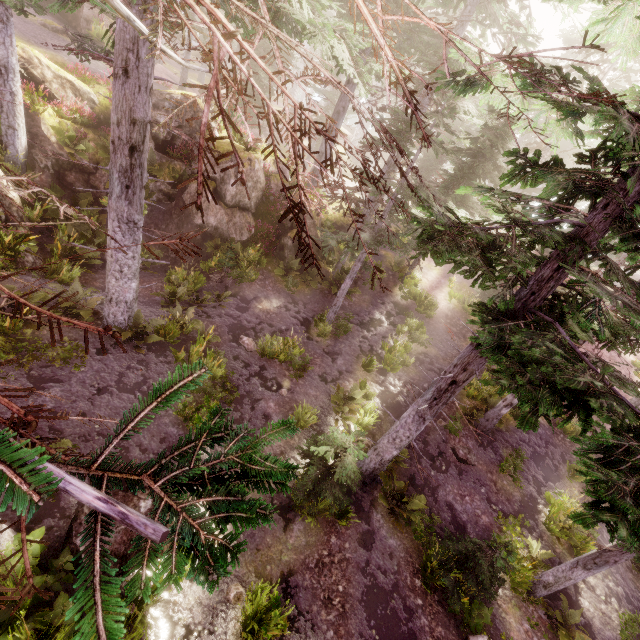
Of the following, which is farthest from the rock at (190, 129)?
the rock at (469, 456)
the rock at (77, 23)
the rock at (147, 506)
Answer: the rock at (469, 456)

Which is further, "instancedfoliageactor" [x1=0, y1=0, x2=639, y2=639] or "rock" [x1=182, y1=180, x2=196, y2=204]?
"rock" [x1=182, y1=180, x2=196, y2=204]

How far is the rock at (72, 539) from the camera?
5.7m

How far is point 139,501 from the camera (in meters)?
6.82

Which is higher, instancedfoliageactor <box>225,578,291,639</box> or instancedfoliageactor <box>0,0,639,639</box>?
instancedfoliageactor <box>0,0,639,639</box>

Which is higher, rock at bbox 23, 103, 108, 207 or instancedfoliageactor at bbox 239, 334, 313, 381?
rock at bbox 23, 103, 108, 207

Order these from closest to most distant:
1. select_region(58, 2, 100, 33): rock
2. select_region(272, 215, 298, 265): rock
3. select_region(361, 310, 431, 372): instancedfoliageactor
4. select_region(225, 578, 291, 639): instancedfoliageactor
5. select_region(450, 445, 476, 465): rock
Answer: select_region(225, 578, 291, 639): instancedfoliageactor
select_region(450, 445, 476, 465): rock
select_region(361, 310, 431, 372): instancedfoliageactor
select_region(272, 215, 298, 265): rock
select_region(58, 2, 100, 33): rock

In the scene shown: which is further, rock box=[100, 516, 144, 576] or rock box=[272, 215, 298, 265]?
rock box=[272, 215, 298, 265]
